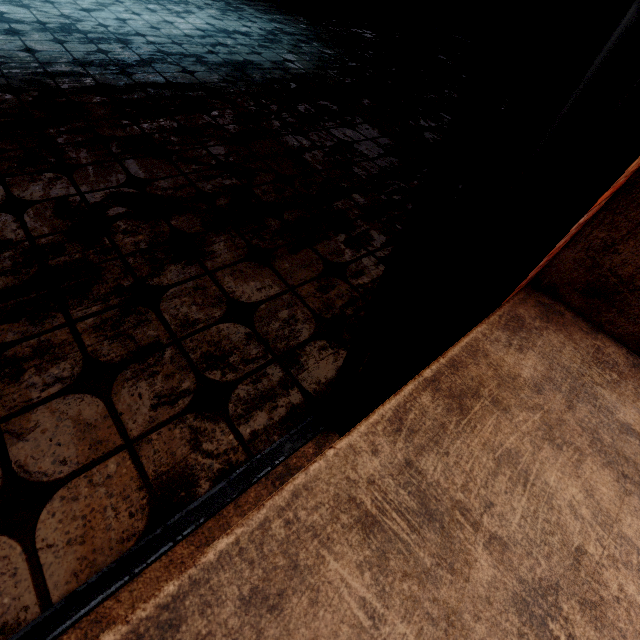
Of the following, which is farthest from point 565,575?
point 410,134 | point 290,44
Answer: point 290,44
